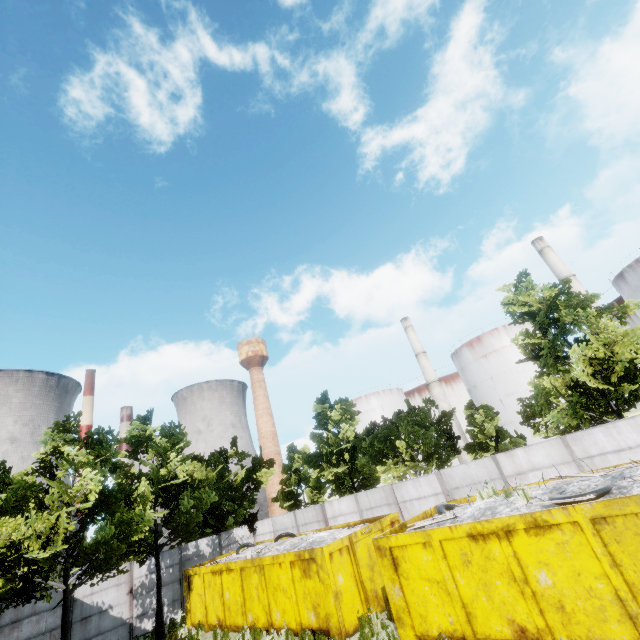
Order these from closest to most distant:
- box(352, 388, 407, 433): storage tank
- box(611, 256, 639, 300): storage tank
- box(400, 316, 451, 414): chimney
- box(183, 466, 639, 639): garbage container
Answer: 1. box(183, 466, 639, 639): garbage container
2. box(611, 256, 639, 300): storage tank
3. box(400, 316, 451, 414): chimney
4. box(352, 388, 407, 433): storage tank

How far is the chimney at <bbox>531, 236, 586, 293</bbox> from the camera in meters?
38.1

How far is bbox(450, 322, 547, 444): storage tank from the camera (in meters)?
39.66

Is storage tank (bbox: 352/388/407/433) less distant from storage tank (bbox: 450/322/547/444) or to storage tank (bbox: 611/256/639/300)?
storage tank (bbox: 450/322/547/444)

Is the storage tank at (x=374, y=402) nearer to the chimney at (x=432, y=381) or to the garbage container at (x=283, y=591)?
the chimney at (x=432, y=381)

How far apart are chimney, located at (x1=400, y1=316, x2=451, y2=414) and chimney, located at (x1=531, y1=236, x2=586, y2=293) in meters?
18.5

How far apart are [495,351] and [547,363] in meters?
28.7 m

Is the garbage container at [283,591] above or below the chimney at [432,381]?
below
